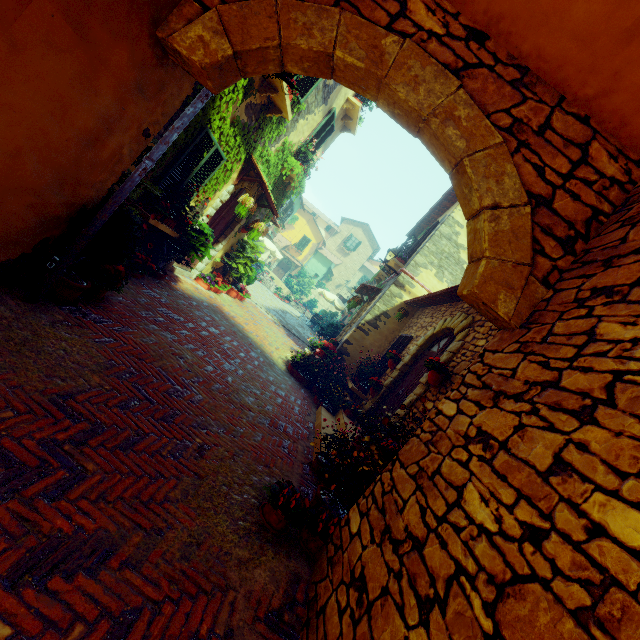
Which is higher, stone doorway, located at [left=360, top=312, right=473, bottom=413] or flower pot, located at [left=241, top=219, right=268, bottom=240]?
stone doorway, located at [left=360, top=312, right=473, bottom=413]

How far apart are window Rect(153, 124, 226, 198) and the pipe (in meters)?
2.51

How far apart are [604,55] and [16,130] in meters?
4.4

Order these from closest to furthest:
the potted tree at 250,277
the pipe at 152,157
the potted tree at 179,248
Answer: the pipe at 152,157
the potted tree at 179,248
the potted tree at 250,277

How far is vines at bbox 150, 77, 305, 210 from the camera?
5.41m

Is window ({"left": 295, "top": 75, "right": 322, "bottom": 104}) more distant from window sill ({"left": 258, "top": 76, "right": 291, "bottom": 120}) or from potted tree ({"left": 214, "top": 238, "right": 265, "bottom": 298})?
potted tree ({"left": 214, "top": 238, "right": 265, "bottom": 298})

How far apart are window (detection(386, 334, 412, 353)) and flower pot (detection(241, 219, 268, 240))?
5.0 meters

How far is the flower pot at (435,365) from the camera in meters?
5.0
